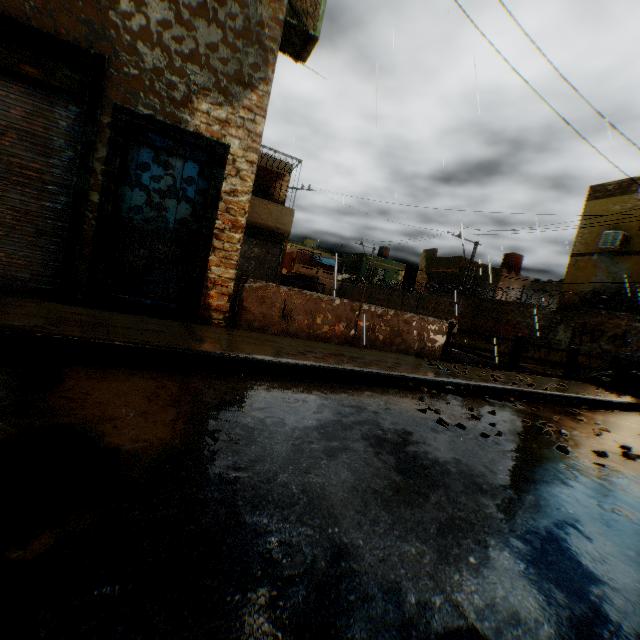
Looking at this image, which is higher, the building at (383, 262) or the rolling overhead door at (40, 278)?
the building at (383, 262)

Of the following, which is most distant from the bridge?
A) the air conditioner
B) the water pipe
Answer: the water pipe

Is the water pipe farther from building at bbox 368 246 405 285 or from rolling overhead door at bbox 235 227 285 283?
rolling overhead door at bbox 235 227 285 283

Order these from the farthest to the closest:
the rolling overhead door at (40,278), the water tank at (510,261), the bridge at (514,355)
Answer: the water tank at (510,261) < the bridge at (514,355) < the rolling overhead door at (40,278)

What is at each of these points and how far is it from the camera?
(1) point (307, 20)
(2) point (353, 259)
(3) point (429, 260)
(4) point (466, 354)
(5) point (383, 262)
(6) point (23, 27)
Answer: (1) air conditioner, 5.71m
(2) building, 45.62m
(3) building, 34.50m
(4) concrete channel, 18.11m
(5) building, 44.28m
(6) building, 3.95m

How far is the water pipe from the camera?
36.8 meters

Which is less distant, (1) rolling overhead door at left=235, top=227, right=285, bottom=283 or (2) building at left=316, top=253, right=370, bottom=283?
(1) rolling overhead door at left=235, top=227, right=285, bottom=283

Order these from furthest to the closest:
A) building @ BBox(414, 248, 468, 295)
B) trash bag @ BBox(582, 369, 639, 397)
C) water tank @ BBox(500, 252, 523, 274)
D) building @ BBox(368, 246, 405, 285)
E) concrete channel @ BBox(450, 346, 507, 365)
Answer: building @ BBox(368, 246, 405, 285) < building @ BBox(414, 248, 468, 295) < water tank @ BBox(500, 252, 523, 274) < concrete channel @ BBox(450, 346, 507, 365) < trash bag @ BBox(582, 369, 639, 397)
